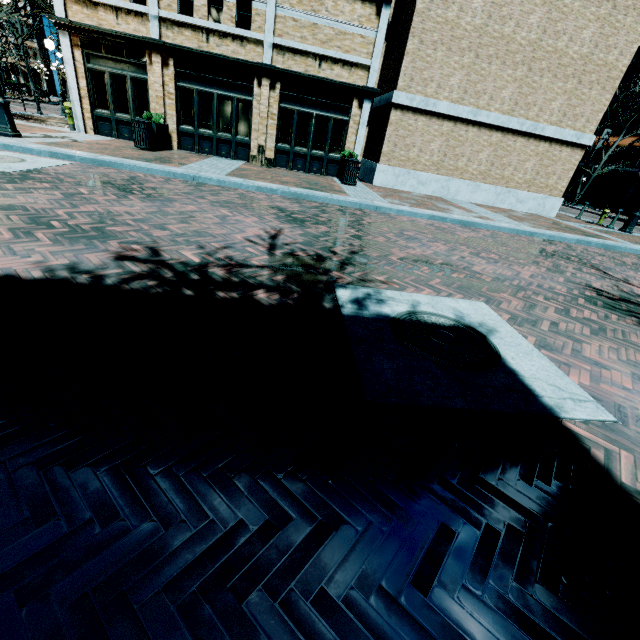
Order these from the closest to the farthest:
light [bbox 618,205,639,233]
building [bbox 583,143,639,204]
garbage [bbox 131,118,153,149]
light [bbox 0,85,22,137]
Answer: light [bbox 0,85,22,137], garbage [bbox 131,118,153,149], light [bbox 618,205,639,233], building [bbox 583,143,639,204]

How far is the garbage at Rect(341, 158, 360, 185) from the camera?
11.84m

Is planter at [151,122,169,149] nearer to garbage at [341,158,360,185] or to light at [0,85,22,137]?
light at [0,85,22,137]

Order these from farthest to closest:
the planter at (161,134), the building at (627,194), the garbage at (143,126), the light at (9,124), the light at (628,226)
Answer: the building at (627,194), the light at (628,226), the planter at (161,134), the garbage at (143,126), the light at (9,124)

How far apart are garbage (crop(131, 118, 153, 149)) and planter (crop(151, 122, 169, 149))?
0.0 meters

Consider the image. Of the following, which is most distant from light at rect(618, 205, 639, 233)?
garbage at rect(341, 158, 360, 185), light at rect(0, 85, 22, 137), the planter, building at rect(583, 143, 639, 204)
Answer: light at rect(0, 85, 22, 137)

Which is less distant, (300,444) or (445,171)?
(300,444)

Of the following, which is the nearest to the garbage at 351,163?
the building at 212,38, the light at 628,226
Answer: the building at 212,38
